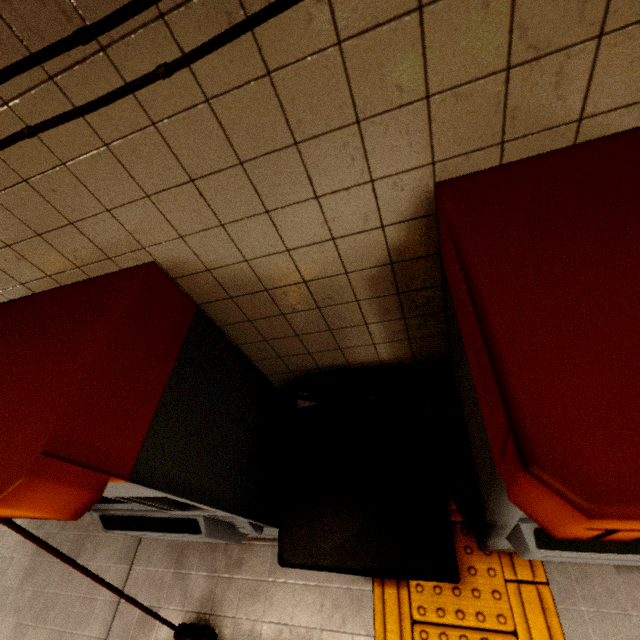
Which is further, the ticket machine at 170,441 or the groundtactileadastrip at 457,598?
the groundtactileadastrip at 457,598

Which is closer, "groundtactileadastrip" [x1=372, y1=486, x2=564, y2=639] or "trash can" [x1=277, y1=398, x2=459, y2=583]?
"trash can" [x1=277, y1=398, x2=459, y2=583]

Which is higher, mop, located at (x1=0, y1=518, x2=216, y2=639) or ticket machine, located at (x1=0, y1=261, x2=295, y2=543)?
ticket machine, located at (x1=0, y1=261, x2=295, y2=543)

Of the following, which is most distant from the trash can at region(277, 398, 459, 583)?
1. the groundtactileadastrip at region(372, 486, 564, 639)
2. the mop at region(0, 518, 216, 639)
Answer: the mop at region(0, 518, 216, 639)

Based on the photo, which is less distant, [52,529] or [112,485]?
[112,485]

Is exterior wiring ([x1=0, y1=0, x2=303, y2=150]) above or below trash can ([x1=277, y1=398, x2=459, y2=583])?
above

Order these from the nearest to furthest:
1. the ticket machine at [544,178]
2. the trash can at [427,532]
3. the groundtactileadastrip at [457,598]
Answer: the ticket machine at [544,178] → the trash can at [427,532] → the groundtactileadastrip at [457,598]

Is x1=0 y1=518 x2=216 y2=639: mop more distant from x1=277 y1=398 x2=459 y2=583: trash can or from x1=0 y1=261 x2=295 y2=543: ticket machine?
x1=277 y1=398 x2=459 y2=583: trash can
